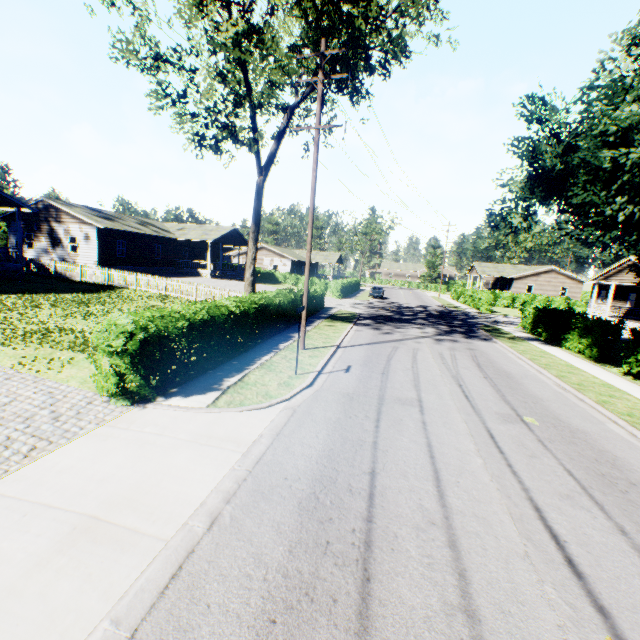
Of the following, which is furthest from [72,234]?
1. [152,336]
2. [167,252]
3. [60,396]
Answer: [152,336]

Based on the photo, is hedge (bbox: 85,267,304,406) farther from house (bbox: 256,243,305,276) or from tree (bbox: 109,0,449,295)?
house (bbox: 256,243,305,276)

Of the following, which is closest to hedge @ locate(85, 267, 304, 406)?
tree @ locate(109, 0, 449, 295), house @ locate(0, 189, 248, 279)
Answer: tree @ locate(109, 0, 449, 295)

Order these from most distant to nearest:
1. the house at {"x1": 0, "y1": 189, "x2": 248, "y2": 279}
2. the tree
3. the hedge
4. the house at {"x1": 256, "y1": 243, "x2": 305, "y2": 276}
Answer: the house at {"x1": 256, "y1": 243, "x2": 305, "y2": 276} → the house at {"x1": 0, "y1": 189, "x2": 248, "y2": 279} → the tree → the hedge

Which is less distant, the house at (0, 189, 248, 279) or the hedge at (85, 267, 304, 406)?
the hedge at (85, 267, 304, 406)

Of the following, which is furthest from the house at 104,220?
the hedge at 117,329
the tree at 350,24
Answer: the hedge at 117,329
